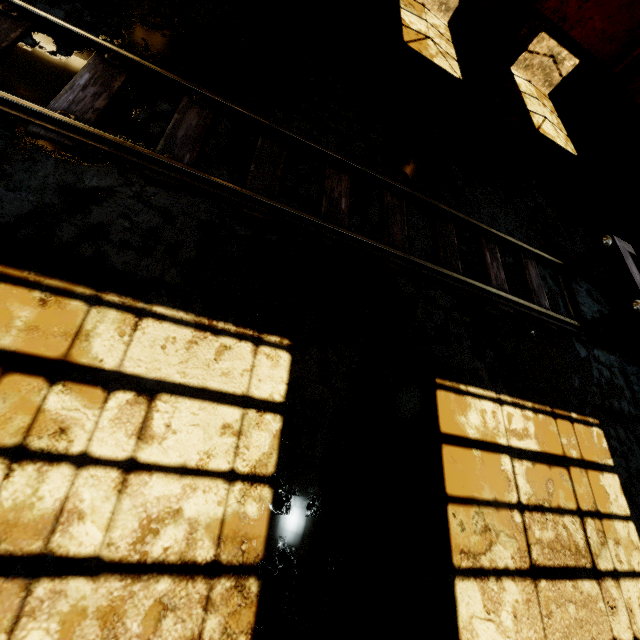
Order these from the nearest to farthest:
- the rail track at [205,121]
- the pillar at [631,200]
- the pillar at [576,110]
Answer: the rail track at [205,121] → the pillar at [631,200] → the pillar at [576,110]

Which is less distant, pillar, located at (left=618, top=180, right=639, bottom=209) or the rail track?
the rail track

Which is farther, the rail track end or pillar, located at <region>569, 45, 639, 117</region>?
pillar, located at <region>569, 45, 639, 117</region>

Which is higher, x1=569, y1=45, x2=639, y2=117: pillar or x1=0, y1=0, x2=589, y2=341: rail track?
x1=569, y1=45, x2=639, y2=117: pillar

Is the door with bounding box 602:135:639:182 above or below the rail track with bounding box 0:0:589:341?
above

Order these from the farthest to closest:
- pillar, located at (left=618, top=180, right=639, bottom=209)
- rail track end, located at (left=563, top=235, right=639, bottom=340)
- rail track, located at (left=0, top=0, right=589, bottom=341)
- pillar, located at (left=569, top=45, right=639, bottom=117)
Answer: pillar, located at (left=569, top=45, right=639, bottom=117) → pillar, located at (left=618, top=180, right=639, bottom=209) → rail track end, located at (left=563, top=235, right=639, bottom=340) → rail track, located at (left=0, top=0, right=589, bottom=341)

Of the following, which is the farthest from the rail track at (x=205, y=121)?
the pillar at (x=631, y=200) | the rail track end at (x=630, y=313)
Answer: the pillar at (x=631, y=200)

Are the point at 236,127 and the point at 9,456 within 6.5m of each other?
yes
